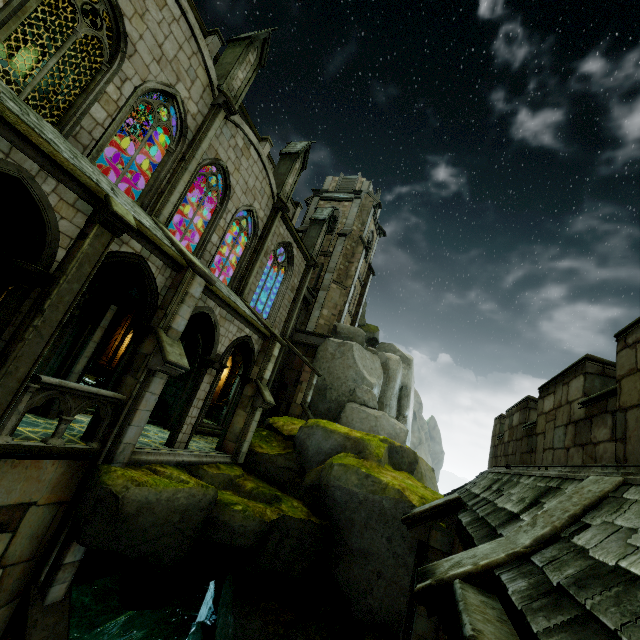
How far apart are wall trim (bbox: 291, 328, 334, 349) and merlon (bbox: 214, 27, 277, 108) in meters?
14.4 m

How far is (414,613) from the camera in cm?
679

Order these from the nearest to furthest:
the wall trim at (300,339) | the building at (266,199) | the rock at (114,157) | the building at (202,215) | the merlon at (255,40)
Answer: the building at (266,199)
the merlon at (255,40)
the building at (202,215)
the wall trim at (300,339)
the rock at (114,157)

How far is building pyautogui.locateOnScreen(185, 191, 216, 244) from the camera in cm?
2044

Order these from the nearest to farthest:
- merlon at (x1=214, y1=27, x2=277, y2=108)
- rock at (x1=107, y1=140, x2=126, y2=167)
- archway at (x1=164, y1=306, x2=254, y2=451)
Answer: archway at (x1=164, y1=306, x2=254, y2=451) → merlon at (x1=214, y1=27, x2=277, y2=108) → rock at (x1=107, y1=140, x2=126, y2=167)

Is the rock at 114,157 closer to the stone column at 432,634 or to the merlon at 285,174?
the merlon at 285,174

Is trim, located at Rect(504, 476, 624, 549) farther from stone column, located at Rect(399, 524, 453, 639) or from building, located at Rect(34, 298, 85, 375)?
building, located at Rect(34, 298, 85, 375)

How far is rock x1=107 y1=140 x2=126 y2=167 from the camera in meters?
25.6
